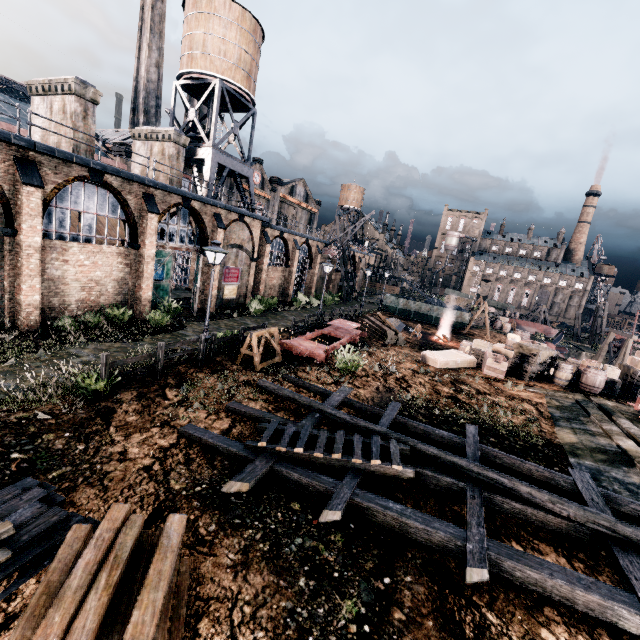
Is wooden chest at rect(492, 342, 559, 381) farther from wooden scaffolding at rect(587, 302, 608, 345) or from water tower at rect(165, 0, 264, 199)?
wooden scaffolding at rect(587, 302, 608, 345)

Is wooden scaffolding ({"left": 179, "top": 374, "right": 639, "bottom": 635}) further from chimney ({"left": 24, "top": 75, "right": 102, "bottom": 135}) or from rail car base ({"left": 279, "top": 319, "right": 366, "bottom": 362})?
chimney ({"left": 24, "top": 75, "right": 102, "bottom": 135})

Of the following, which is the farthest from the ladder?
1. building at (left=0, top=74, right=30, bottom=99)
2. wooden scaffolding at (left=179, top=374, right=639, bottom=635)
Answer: building at (left=0, top=74, right=30, bottom=99)

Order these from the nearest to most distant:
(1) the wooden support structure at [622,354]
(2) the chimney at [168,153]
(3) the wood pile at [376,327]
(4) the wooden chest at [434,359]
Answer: (4) the wooden chest at [434,359] < (2) the chimney at [168,153] < (3) the wood pile at [376,327] < (1) the wooden support structure at [622,354]

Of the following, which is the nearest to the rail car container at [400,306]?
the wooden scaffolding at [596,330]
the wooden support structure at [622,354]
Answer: the wooden support structure at [622,354]

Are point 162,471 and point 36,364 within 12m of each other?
yes

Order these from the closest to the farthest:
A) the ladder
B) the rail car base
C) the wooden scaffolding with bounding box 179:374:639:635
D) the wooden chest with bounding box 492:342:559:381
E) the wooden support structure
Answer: the wooden scaffolding with bounding box 179:374:639:635 < the ladder < the rail car base < the wooden chest with bounding box 492:342:559:381 < the wooden support structure

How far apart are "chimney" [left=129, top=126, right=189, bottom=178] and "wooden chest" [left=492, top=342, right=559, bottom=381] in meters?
26.6 m
